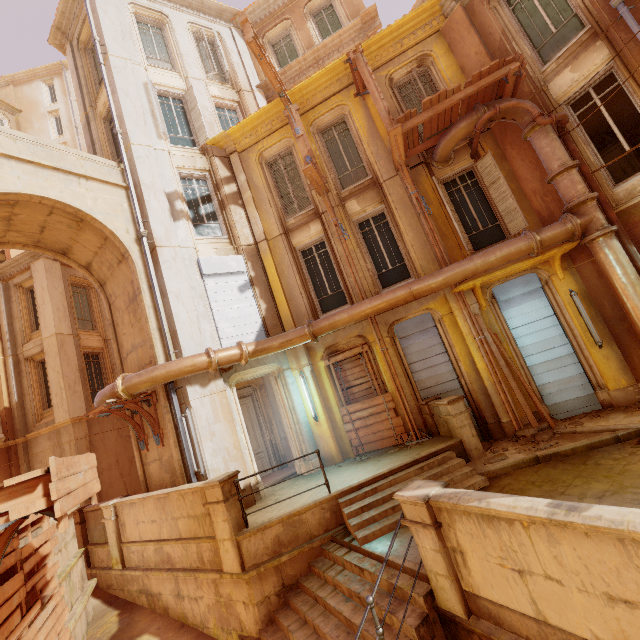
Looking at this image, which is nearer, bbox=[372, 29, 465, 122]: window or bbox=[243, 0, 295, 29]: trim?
bbox=[372, 29, 465, 122]: window

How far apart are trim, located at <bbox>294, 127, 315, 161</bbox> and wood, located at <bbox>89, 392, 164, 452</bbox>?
8.13m

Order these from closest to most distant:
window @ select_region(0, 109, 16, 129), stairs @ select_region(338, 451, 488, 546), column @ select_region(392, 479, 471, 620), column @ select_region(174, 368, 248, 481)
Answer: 1. column @ select_region(392, 479, 471, 620)
2. stairs @ select_region(338, 451, 488, 546)
3. column @ select_region(174, 368, 248, 481)
4. window @ select_region(0, 109, 16, 129)

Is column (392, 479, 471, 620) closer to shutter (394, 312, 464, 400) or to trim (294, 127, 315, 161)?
shutter (394, 312, 464, 400)

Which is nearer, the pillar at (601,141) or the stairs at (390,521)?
the stairs at (390,521)

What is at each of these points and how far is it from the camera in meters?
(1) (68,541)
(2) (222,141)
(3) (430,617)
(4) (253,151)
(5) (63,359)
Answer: (1) building, 8.6
(2) trim, 12.2
(3) stairs, 4.4
(4) window, 12.2
(5) column, 14.4

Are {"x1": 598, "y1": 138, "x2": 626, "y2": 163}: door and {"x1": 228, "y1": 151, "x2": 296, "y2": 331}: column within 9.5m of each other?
no

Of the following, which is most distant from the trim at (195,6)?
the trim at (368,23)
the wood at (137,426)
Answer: the wood at (137,426)
